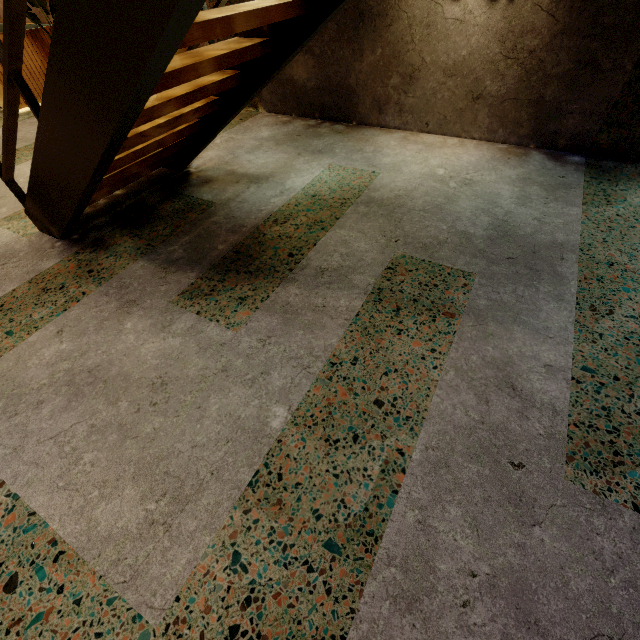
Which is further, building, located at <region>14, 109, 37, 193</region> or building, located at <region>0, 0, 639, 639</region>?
building, located at <region>14, 109, 37, 193</region>

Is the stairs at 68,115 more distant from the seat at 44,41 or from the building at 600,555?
the seat at 44,41

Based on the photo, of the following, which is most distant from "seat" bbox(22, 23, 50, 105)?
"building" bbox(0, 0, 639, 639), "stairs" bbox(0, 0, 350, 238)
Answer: "stairs" bbox(0, 0, 350, 238)

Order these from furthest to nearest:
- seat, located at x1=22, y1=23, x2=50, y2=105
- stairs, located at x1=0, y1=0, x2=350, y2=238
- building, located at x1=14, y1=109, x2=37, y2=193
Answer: seat, located at x1=22, y1=23, x2=50, y2=105 → building, located at x1=14, y1=109, x2=37, y2=193 → stairs, located at x1=0, y1=0, x2=350, y2=238

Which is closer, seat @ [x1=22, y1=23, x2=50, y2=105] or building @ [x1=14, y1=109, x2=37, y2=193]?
building @ [x1=14, y1=109, x2=37, y2=193]

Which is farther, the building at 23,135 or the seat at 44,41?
the seat at 44,41

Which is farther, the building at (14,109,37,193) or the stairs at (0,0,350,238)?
the building at (14,109,37,193)

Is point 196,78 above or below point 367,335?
above
